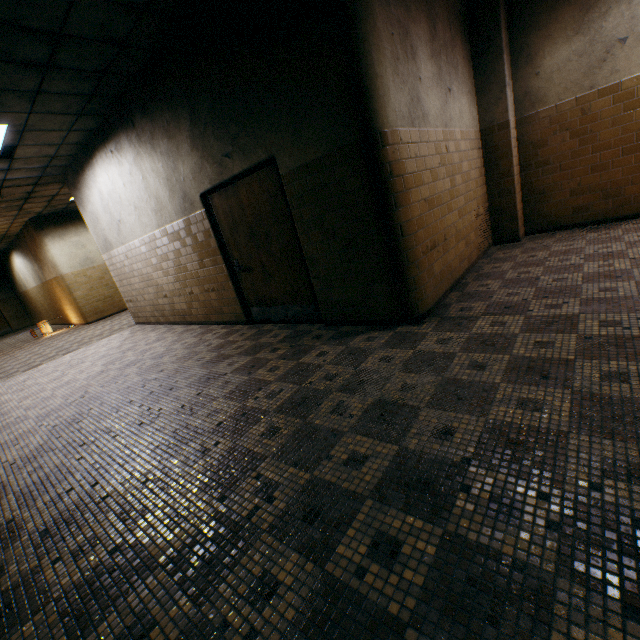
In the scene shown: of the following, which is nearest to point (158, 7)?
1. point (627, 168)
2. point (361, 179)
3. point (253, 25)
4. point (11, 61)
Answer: point (253, 25)

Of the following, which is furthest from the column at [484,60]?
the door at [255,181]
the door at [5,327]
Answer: the door at [5,327]

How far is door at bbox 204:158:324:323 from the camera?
4.2m

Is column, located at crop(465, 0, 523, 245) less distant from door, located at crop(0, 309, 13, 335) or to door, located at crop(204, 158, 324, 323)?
door, located at crop(204, 158, 324, 323)

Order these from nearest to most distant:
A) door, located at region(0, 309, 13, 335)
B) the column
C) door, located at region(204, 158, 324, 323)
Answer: door, located at region(204, 158, 324, 323) → the column → door, located at region(0, 309, 13, 335)

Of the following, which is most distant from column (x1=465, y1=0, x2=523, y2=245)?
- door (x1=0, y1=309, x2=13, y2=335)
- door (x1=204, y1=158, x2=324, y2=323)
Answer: door (x1=0, y1=309, x2=13, y2=335)

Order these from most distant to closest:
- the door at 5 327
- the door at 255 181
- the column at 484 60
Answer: the door at 5 327
the column at 484 60
the door at 255 181
